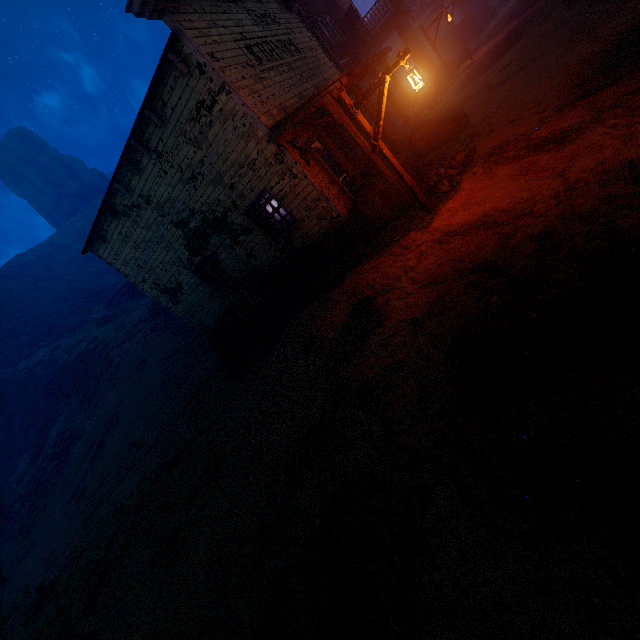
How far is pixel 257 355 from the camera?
10.1 meters

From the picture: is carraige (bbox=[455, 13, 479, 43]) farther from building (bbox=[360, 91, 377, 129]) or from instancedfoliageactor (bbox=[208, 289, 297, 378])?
instancedfoliageactor (bbox=[208, 289, 297, 378])

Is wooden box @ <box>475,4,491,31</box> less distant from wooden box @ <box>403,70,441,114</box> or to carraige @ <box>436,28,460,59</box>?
carraige @ <box>436,28,460,59</box>

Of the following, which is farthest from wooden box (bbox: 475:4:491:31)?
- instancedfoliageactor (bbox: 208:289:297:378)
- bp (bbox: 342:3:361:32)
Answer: instancedfoliageactor (bbox: 208:289:297:378)

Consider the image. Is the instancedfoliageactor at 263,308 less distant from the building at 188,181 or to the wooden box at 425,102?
the building at 188,181

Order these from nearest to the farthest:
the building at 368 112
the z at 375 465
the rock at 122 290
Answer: the z at 375 465 → the building at 368 112 → the rock at 122 290

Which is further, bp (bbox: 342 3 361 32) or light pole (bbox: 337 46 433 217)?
bp (bbox: 342 3 361 32)

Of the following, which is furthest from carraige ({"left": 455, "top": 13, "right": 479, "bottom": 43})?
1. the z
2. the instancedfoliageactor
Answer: the instancedfoliageactor
